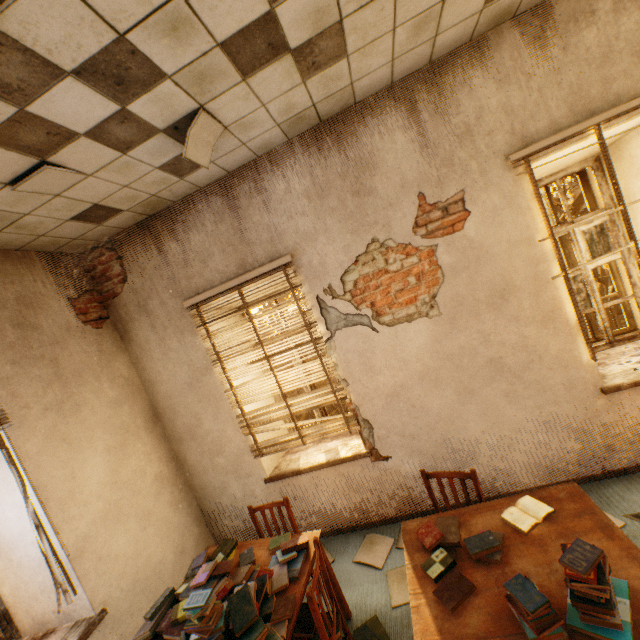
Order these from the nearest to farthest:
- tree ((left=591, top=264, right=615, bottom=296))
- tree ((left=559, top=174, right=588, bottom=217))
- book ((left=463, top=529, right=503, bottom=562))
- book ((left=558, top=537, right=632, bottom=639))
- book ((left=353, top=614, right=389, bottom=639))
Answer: book ((left=558, top=537, right=632, bottom=639))
book ((left=463, top=529, right=503, bottom=562))
book ((left=353, top=614, right=389, bottom=639))
tree ((left=559, top=174, right=588, bottom=217))
tree ((left=591, top=264, right=615, bottom=296))

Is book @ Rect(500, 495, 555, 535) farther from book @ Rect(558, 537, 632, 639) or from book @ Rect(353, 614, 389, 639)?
book @ Rect(353, 614, 389, 639)

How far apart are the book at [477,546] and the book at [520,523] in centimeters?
12cm

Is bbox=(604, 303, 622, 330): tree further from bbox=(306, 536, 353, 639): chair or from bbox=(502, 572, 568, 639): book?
bbox=(306, 536, 353, 639): chair

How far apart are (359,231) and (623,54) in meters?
2.3

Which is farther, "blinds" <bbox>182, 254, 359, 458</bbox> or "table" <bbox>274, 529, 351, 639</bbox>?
"blinds" <bbox>182, 254, 359, 458</bbox>

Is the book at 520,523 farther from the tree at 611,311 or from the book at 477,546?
the tree at 611,311

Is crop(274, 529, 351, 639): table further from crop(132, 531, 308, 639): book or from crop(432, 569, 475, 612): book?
crop(432, 569, 475, 612): book
